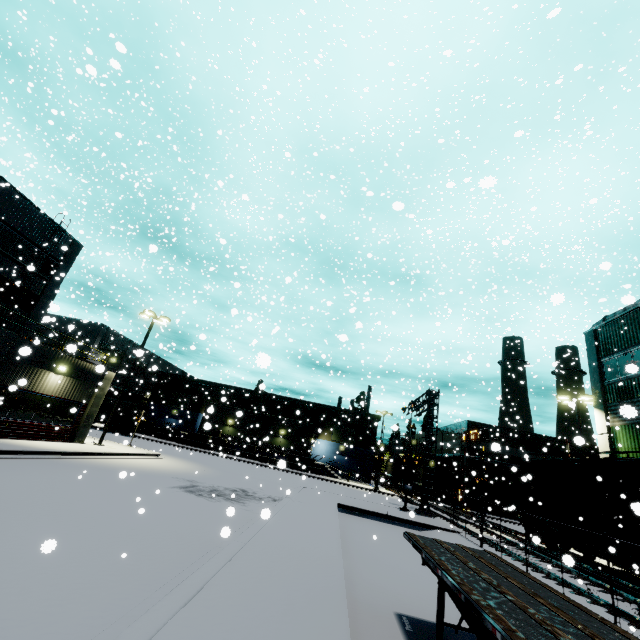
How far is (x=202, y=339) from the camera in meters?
8.4

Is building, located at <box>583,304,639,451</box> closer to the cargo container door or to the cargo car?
the cargo car

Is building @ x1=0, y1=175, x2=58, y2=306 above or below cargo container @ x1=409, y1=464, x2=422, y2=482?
above

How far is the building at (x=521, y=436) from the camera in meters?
42.4

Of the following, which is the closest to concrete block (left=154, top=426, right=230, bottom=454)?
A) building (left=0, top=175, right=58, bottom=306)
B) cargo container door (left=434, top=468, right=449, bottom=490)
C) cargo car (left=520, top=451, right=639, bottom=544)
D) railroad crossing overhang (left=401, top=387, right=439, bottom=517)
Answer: building (left=0, top=175, right=58, bottom=306)

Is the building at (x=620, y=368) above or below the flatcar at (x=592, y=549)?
above

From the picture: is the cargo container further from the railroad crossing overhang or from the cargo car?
the railroad crossing overhang

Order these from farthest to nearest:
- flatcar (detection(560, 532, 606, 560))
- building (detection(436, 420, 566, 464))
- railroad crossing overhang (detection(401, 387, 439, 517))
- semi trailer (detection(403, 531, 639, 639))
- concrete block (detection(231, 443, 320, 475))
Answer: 1. building (detection(436, 420, 566, 464))
2. concrete block (detection(231, 443, 320, 475))
3. railroad crossing overhang (detection(401, 387, 439, 517))
4. flatcar (detection(560, 532, 606, 560))
5. semi trailer (detection(403, 531, 639, 639))
